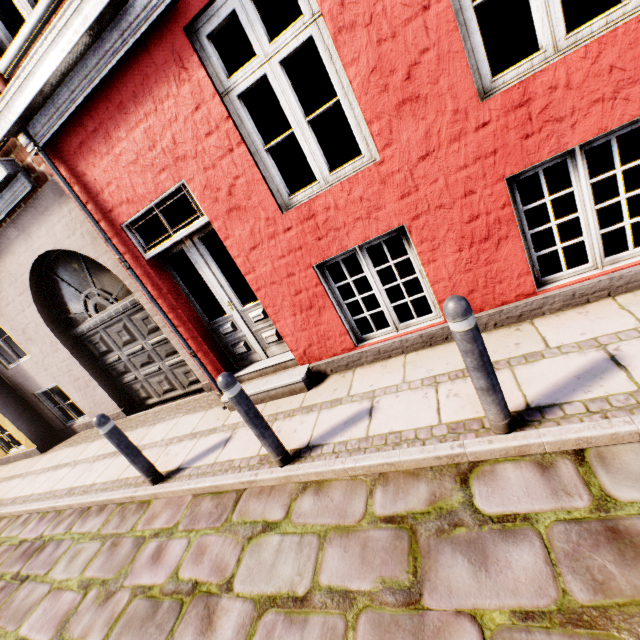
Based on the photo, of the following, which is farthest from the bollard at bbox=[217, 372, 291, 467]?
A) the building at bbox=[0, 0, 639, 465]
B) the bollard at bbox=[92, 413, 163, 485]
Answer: the bollard at bbox=[92, 413, 163, 485]

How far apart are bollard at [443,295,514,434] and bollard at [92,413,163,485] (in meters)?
3.85

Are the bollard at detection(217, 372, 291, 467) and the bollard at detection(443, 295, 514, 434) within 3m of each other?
yes

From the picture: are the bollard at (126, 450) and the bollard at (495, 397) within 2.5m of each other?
no

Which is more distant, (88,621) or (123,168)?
(123,168)

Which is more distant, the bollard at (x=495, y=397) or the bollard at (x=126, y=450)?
the bollard at (x=126, y=450)

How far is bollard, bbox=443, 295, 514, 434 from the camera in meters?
2.0 m

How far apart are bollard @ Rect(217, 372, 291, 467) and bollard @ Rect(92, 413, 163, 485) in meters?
1.8 m
